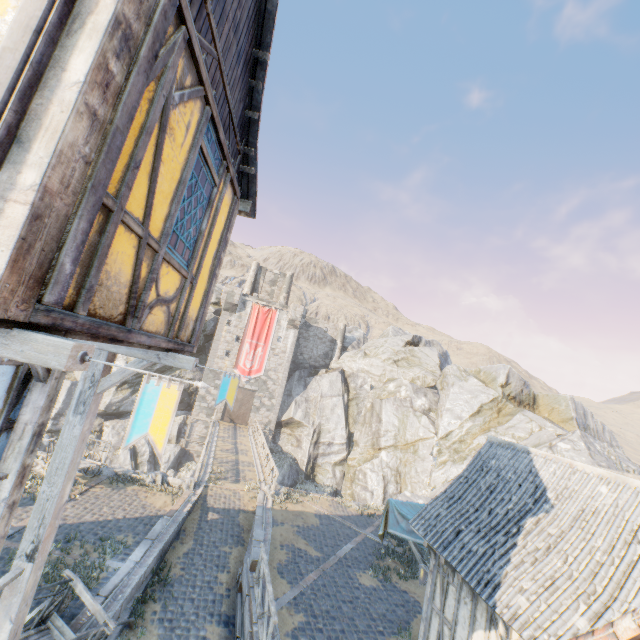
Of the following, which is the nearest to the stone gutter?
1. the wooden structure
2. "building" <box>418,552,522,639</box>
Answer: the wooden structure

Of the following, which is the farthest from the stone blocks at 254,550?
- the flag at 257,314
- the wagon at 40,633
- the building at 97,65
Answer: the flag at 257,314

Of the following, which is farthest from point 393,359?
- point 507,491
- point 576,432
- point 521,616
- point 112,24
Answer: point 112,24

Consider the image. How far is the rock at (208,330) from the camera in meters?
36.9

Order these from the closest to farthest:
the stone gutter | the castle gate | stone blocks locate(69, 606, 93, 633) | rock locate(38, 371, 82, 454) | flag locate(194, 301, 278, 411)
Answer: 1. flag locate(194, 301, 278, 411)
2. stone blocks locate(69, 606, 93, 633)
3. the stone gutter
4. rock locate(38, 371, 82, 454)
5. the castle gate

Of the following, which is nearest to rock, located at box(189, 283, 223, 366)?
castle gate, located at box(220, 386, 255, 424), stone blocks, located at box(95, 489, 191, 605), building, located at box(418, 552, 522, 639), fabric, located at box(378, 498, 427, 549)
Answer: stone blocks, located at box(95, 489, 191, 605)

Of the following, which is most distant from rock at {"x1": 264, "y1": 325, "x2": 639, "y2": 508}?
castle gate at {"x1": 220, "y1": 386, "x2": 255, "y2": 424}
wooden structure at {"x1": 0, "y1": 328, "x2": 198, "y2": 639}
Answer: wooden structure at {"x1": 0, "y1": 328, "x2": 198, "y2": 639}

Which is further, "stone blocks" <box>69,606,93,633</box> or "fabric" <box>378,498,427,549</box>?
"fabric" <box>378,498,427,549</box>
